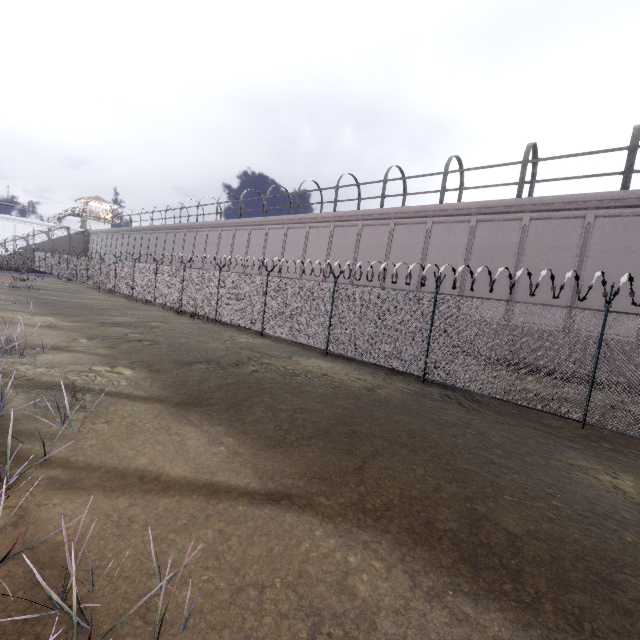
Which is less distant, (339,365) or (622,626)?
(622,626)
